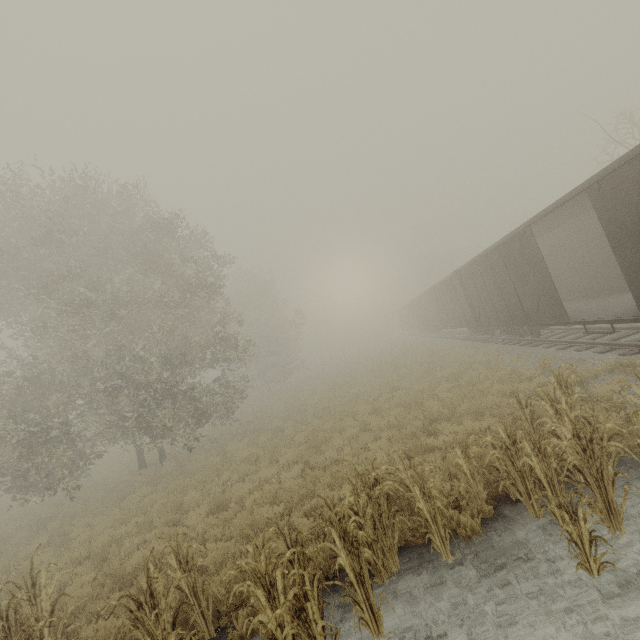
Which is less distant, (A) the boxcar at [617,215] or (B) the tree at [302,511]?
(B) the tree at [302,511]

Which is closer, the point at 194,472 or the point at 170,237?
the point at 194,472

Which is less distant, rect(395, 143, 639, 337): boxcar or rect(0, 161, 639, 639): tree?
rect(0, 161, 639, 639): tree
